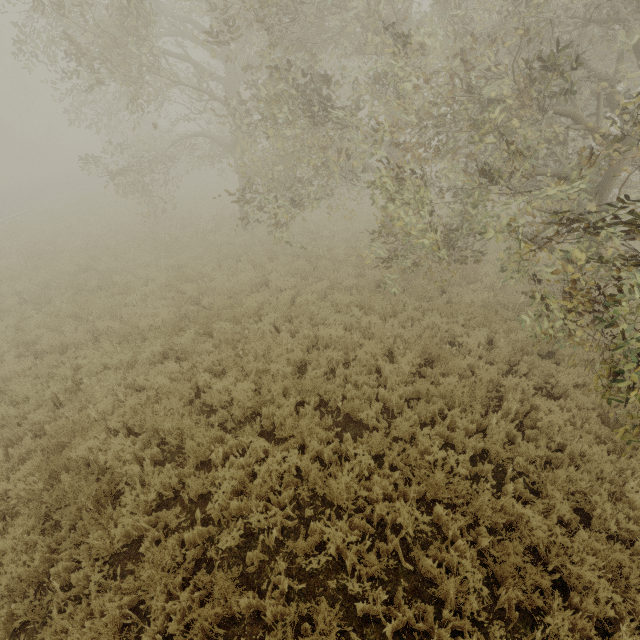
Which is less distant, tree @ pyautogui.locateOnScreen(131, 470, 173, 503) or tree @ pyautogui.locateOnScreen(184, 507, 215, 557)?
tree @ pyautogui.locateOnScreen(184, 507, 215, 557)

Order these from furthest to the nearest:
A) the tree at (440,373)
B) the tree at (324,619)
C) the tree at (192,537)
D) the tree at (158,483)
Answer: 1. the tree at (440,373)
2. the tree at (158,483)
3. the tree at (192,537)
4. the tree at (324,619)

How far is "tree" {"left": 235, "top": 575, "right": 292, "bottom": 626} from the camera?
3.84m

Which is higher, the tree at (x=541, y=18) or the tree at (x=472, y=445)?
the tree at (x=541, y=18)

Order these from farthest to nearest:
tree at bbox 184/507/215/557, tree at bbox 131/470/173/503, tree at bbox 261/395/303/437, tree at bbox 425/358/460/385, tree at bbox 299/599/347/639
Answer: tree at bbox 425/358/460/385, tree at bbox 261/395/303/437, tree at bbox 131/470/173/503, tree at bbox 184/507/215/557, tree at bbox 299/599/347/639

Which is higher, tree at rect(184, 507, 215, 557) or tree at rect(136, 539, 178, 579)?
tree at rect(136, 539, 178, 579)

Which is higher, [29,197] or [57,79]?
[57,79]
